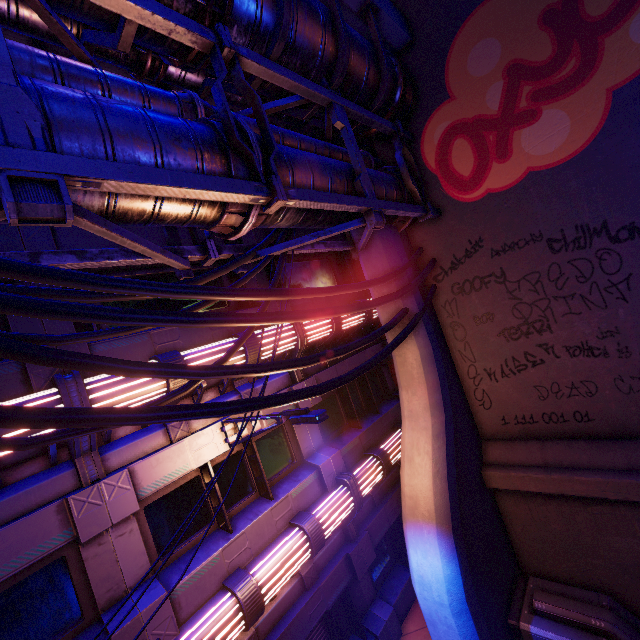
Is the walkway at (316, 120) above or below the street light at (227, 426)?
above

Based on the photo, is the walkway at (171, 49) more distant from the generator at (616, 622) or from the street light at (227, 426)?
the generator at (616, 622)

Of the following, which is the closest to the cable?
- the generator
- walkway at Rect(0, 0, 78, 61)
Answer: walkway at Rect(0, 0, 78, 61)

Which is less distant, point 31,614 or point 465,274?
point 31,614

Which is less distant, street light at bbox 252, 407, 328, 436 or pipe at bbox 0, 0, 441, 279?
pipe at bbox 0, 0, 441, 279

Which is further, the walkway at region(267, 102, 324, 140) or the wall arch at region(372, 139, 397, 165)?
the wall arch at region(372, 139, 397, 165)

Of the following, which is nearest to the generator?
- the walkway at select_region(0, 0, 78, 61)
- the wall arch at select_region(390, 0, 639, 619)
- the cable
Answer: the wall arch at select_region(390, 0, 639, 619)

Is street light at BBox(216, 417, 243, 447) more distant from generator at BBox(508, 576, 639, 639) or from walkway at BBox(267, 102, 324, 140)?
generator at BBox(508, 576, 639, 639)
